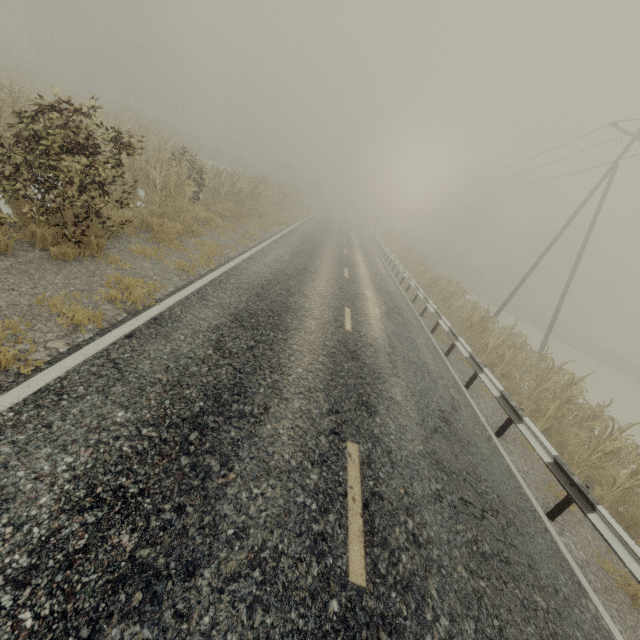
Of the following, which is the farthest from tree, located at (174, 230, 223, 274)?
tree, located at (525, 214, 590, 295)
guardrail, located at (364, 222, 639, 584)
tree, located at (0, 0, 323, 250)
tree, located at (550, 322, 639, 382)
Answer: tree, located at (525, 214, 590, 295)

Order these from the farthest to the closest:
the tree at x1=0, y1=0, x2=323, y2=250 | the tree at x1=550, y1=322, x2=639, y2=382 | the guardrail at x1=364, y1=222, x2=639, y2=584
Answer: the tree at x1=550, y1=322, x2=639, y2=382, the tree at x1=0, y1=0, x2=323, y2=250, the guardrail at x1=364, y1=222, x2=639, y2=584

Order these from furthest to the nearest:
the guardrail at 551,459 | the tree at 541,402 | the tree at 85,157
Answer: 1. the tree at 541,402
2. the tree at 85,157
3. the guardrail at 551,459

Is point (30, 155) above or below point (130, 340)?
above

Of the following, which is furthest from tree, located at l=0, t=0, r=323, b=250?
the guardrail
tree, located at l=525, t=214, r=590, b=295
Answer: tree, located at l=525, t=214, r=590, b=295

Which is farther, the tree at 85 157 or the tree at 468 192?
the tree at 468 192

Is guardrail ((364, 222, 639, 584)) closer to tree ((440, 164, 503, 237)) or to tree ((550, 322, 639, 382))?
tree ((440, 164, 503, 237))

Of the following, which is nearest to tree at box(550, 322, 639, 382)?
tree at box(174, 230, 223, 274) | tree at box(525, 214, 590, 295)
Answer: tree at box(525, 214, 590, 295)
